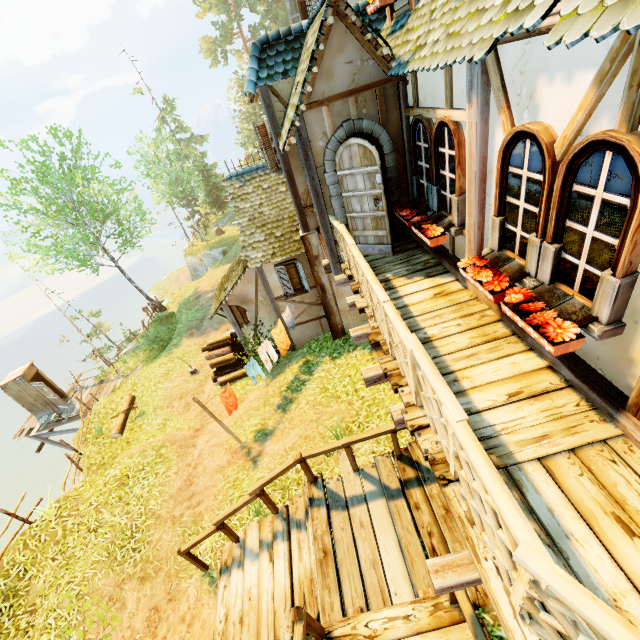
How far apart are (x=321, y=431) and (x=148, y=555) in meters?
4.8

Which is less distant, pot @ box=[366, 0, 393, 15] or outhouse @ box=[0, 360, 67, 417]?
pot @ box=[366, 0, 393, 15]

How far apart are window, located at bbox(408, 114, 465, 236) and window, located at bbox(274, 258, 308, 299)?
5.31m

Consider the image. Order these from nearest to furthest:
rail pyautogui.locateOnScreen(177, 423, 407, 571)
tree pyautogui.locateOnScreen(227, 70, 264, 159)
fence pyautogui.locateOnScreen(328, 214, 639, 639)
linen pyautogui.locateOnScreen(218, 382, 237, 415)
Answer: fence pyautogui.locateOnScreen(328, 214, 639, 639), rail pyautogui.locateOnScreen(177, 423, 407, 571), linen pyautogui.locateOnScreen(218, 382, 237, 415), tree pyautogui.locateOnScreen(227, 70, 264, 159)

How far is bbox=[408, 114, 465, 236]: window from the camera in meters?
4.4 m

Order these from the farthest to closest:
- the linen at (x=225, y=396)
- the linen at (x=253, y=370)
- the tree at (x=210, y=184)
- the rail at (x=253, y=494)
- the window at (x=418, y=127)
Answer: the tree at (x=210, y=184) < the linen at (x=253, y=370) < the linen at (x=225, y=396) < the rail at (x=253, y=494) < the window at (x=418, y=127)

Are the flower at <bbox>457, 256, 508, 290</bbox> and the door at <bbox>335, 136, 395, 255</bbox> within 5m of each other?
yes

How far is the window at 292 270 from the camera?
11.00m
